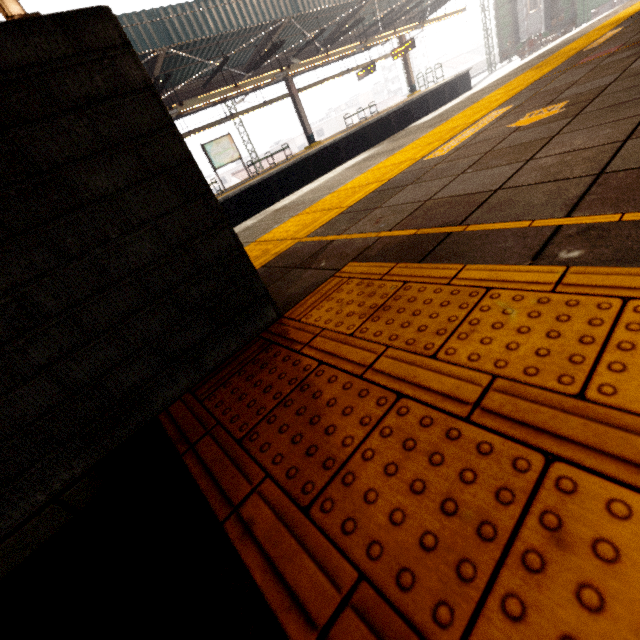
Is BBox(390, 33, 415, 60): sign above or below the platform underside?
above

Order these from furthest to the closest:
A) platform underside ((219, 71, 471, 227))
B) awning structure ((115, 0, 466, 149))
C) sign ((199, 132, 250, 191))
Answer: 1. sign ((199, 132, 250, 191))
2. platform underside ((219, 71, 471, 227))
3. awning structure ((115, 0, 466, 149))

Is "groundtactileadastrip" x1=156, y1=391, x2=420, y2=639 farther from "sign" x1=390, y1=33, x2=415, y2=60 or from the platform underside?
"sign" x1=390, y1=33, x2=415, y2=60

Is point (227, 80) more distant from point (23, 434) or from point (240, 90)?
point (23, 434)

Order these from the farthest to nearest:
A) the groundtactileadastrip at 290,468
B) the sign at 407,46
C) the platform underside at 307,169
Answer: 1. the sign at 407,46
2. the platform underside at 307,169
3. the groundtactileadastrip at 290,468

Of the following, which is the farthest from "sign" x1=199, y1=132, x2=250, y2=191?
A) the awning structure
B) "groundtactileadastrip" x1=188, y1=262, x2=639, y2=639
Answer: "groundtactileadastrip" x1=188, y1=262, x2=639, y2=639

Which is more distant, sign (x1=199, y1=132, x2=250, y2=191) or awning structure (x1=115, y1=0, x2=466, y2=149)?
sign (x1=199, y1=132, x2=250, y2=191)

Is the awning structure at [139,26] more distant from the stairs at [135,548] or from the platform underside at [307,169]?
the stairs at [135,548]
